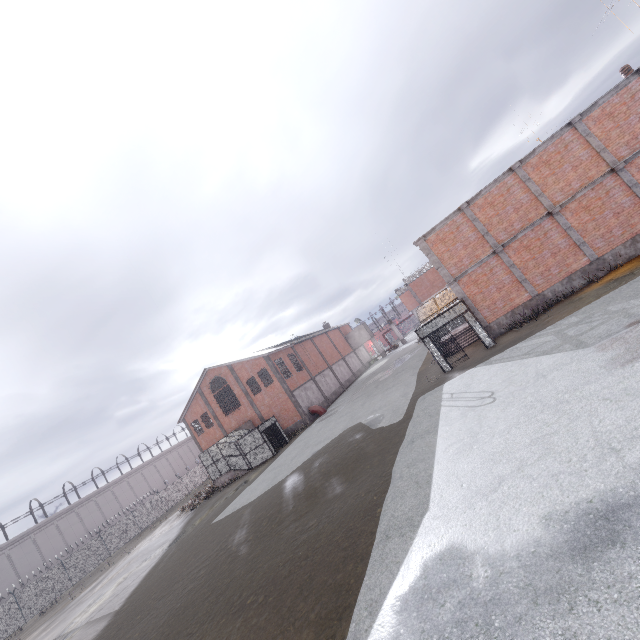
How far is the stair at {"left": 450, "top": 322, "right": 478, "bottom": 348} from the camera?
20.77m

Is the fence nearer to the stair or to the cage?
the cage

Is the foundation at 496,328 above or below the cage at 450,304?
below

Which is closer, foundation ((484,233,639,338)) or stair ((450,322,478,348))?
foundation ((484,233,639,338))

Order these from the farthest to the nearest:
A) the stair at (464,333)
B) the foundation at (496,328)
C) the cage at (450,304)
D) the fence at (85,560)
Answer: the fence at (85,560) < the stair at (464,333) < the cage at (450,304) < the foundation at (496,328)

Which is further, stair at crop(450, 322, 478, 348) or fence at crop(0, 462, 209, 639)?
fence at crop(0, 462, 209, 639)

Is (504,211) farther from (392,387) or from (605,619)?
(605,619)

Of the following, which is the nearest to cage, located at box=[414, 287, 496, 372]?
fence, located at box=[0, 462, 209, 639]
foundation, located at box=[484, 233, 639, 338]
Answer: foundation, located at box=[484, 233, 639, 338]
